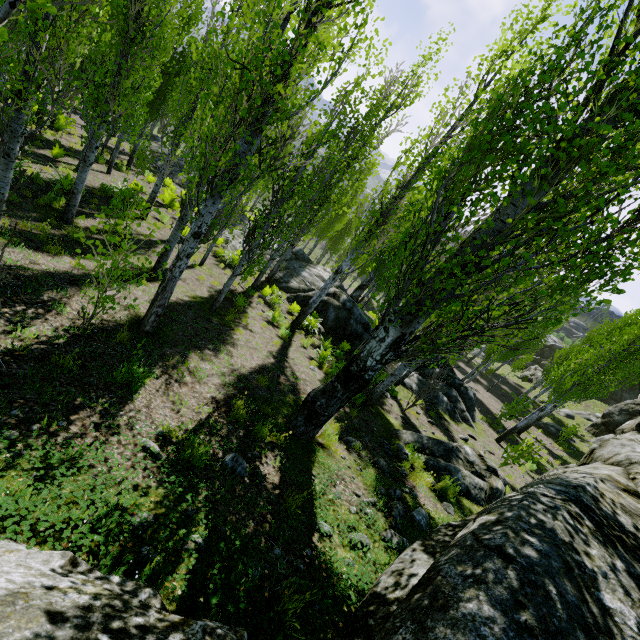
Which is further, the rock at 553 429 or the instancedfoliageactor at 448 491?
the rock at 553 429

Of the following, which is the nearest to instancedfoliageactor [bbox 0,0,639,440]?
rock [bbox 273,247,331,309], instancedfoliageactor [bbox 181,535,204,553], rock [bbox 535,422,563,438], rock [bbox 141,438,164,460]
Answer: rock [bbox 273,247,331,309]

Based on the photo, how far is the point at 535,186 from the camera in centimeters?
326cm

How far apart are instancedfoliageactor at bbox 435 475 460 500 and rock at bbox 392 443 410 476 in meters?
0.5

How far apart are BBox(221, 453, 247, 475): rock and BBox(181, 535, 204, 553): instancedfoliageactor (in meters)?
1.20

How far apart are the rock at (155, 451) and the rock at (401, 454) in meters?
5.8

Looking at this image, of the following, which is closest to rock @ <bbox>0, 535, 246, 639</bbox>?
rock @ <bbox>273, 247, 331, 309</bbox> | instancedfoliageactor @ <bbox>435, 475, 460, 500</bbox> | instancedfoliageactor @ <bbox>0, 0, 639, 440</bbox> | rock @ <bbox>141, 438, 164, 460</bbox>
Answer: instancedfoliageactor @ <bbox>0, 0, 639, 440</bbox>

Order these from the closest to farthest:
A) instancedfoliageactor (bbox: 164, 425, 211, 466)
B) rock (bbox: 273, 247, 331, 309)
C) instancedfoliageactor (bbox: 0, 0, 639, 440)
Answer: instancedfoliageactor (bbox: 0, 0, 639, 440), instancedfoliageactor (bbox: 164, 425, 211, 466), rock (bbox: 273, 247, 331, 309)
